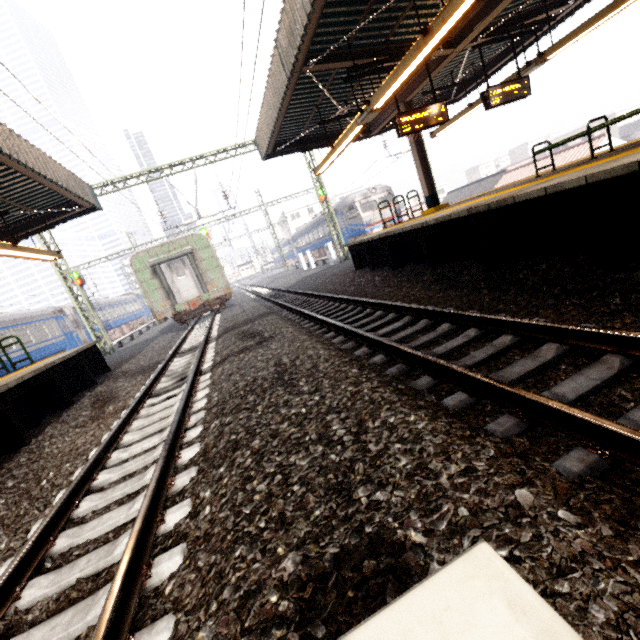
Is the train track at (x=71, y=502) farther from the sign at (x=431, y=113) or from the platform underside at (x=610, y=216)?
the sign at (x=431, y=113)

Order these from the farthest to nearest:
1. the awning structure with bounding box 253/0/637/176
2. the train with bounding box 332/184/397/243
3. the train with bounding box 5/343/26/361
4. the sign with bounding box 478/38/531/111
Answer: the train with bounding box 332/184/397/243 → the train with bounding box 5/343/26/361 → the sign with bounding box 478/38/531/111 → the awning structure with bounding box 253/0/637/176

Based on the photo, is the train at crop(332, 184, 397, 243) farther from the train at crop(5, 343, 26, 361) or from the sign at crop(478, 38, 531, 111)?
the train at crop(5, 343, 26, 361)

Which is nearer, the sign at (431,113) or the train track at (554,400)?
the train track at (554,400)

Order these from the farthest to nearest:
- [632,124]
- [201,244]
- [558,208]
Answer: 1. [632,124]
2. [201,244]
3. [558,208]

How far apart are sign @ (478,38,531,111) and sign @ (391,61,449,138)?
1.35m

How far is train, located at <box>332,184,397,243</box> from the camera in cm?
2441

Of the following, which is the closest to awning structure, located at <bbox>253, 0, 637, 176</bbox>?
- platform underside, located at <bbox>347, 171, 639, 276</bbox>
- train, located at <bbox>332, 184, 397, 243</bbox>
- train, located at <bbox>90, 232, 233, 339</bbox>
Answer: platform underside, located at <bbox>347, 171, 639, 276</bbox>
